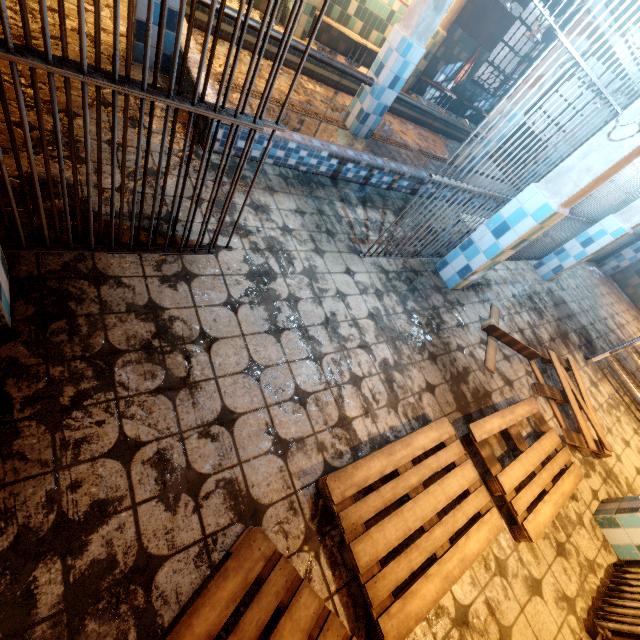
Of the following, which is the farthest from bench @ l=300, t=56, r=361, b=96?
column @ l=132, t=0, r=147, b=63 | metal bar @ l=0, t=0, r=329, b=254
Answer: metal bar @ l=0, t=0, r=329, b=254

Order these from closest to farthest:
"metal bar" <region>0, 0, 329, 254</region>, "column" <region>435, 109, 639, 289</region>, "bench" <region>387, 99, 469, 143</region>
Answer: "metal bar" <region>0, 0, 329, 254</region> < "column" <region>435, 109, 639, 289</region> < "bench" <region>387, 99, 469, 143</region>

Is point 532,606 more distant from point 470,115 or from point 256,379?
point 470,115

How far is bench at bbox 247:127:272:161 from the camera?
3.0 meters

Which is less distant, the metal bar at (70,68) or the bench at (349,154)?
the metal bar at (70,68)

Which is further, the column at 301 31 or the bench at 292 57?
the column at 301 31

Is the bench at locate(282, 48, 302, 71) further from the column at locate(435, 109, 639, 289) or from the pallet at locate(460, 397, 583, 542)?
the pallet at locate(460, 397, 583, 542)
